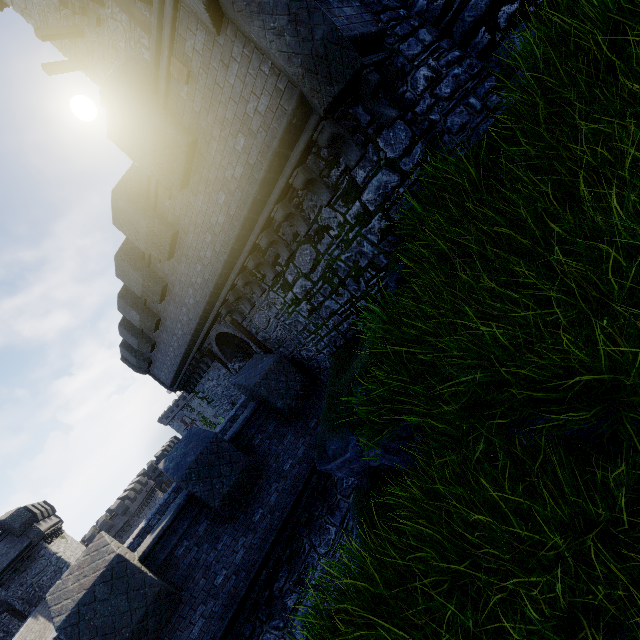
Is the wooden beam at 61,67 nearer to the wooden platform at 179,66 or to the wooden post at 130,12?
the wooden post at 130,12

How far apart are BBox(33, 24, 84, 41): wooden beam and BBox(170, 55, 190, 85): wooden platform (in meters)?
10.67

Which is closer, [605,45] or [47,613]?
[605,45]

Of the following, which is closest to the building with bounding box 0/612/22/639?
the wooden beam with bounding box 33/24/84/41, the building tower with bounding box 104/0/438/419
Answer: the building tower with bounding box 104/0/438/419

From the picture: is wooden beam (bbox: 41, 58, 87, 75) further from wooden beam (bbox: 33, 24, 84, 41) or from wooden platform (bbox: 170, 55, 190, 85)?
wooden platform (bbox: 170, 55, 190, 85)

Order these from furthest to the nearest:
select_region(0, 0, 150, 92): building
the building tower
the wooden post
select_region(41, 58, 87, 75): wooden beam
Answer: select_region(41, 58, 87, 75): wooden beam, select_region(0, 0, 150, 92): building, the wooden post, the building tower

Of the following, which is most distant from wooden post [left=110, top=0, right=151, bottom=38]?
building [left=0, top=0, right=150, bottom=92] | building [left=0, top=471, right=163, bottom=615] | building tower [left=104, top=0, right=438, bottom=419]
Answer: building [left=0, top=471, right=163, bottom=615]

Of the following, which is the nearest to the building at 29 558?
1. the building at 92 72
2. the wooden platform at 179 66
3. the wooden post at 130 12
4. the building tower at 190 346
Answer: the building tower at 190 346
